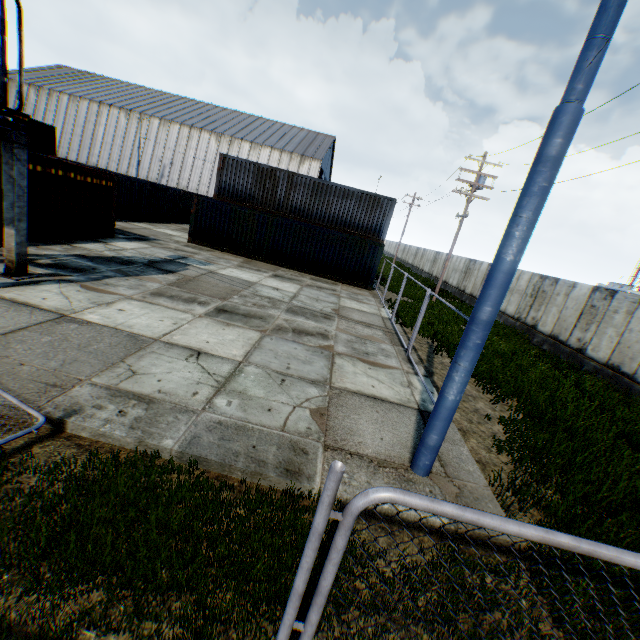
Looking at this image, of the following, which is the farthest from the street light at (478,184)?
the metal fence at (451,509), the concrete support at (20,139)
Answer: the metal fence at (451,509)

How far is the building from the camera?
44.31m

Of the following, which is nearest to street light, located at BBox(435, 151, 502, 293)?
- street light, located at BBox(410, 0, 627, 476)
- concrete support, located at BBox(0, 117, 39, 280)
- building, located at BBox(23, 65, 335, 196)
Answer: building, located at BBox(23, 65, 335, 196)

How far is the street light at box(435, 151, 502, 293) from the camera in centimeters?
1962cm

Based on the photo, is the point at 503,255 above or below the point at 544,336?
above

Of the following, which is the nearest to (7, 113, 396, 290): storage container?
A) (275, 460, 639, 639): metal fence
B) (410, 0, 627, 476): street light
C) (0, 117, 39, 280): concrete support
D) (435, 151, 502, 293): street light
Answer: (435, 151, 502, 293): street light

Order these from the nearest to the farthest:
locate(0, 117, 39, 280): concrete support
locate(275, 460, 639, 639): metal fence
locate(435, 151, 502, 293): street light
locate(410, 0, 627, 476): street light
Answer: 1. locate(275, 460, 639, 639): metal fence
2. locate(410, 0, 627, 476): street light
3. locate(0, 117, 39, 280): concrete support
4. locate(435, 151, 502, 293): street light

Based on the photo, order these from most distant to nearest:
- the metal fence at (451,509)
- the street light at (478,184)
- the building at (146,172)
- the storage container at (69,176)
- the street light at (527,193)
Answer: the building at (146,172)
the street light at (478,184)
the storage container at (69,176)
the street light at (527,193)
the metal fence at (451,509)
